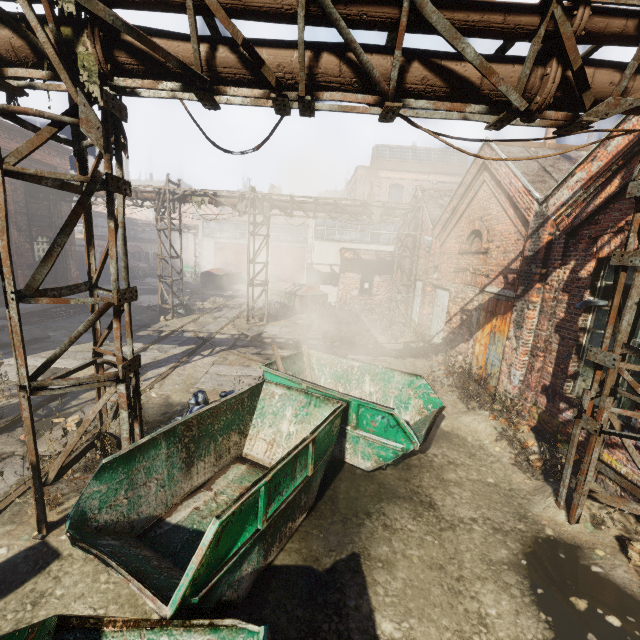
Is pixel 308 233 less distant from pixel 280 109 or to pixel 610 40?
pixel 280 109

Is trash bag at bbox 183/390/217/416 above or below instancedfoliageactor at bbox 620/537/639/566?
above

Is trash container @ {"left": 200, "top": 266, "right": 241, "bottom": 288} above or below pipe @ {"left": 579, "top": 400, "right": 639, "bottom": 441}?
below

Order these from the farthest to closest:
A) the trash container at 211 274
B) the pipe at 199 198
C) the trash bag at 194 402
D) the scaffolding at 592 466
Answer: the trash container at 211 274 → the pipe at 199 198 → the trash bag at 194 402 → the scaffolding at 592 466

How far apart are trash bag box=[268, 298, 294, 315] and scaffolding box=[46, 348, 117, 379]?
13.8 meters

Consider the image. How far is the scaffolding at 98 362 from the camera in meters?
4.3

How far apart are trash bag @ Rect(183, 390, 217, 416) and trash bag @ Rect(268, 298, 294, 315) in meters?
11.5
